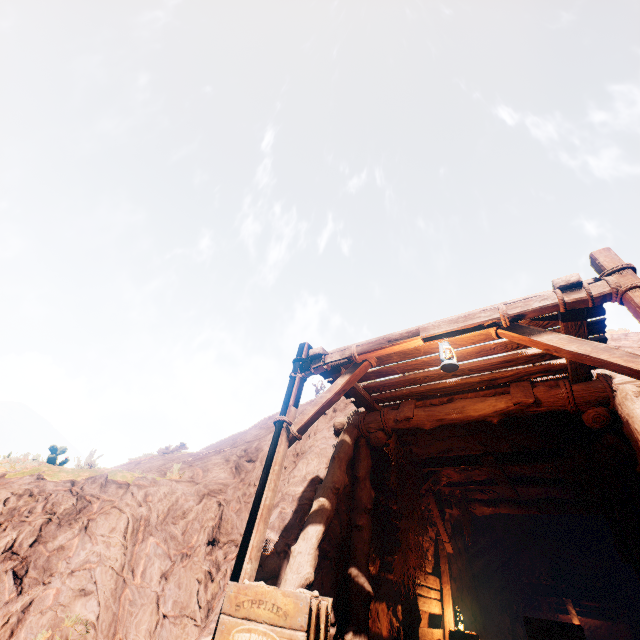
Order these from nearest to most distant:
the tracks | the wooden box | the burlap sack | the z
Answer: the wooden box, the z, the tracks, the burlap sack

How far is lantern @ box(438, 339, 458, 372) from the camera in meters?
4.3 m

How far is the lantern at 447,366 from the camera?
4.28m

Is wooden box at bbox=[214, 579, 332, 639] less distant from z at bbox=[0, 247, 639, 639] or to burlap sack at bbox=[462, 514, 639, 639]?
z at bbox=[0, 247, 639, 639]

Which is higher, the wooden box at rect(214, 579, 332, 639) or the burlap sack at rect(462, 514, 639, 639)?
the burlap sack at rect(462, 514, 639, 639)

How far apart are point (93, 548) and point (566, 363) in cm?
769

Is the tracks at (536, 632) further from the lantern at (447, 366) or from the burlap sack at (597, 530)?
the lantern at (447, 366)

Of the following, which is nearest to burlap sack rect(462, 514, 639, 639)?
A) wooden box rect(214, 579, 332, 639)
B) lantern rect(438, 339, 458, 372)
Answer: wooden box rect(214, 579, 332, 639)
